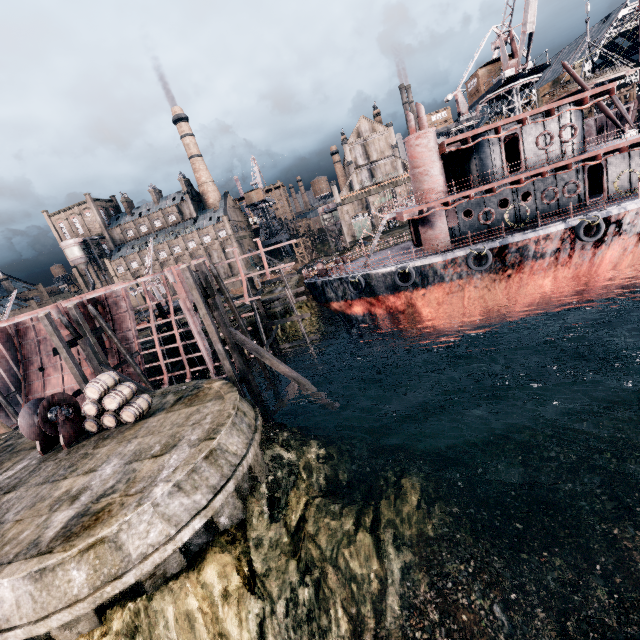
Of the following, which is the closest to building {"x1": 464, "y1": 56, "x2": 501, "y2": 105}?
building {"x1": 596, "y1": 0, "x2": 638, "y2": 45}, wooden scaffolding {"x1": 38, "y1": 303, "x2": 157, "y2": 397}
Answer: building {"x1": 596, "y1": 0, "x2": 638, "y2": 45}

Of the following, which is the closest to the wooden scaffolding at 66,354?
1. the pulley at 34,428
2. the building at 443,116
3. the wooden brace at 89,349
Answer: the wooden brace at 89,349

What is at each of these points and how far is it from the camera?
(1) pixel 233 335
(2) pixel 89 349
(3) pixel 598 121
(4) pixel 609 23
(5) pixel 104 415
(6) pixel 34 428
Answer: (1) wooden brace, 19.03m
(2) wooden brace, 20.44m
(3) ship construction, 51.69m
(4) building, 58.88m
(5) wooden barrel, 15.93m
(6) pulley, 15.73m

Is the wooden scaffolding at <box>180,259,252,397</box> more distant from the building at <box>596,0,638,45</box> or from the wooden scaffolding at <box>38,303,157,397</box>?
the building at <box>596,0,638,45</box>

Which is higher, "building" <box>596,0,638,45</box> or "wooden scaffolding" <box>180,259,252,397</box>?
"building" <box>596,0,638,45</box>

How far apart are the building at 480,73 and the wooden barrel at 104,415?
49.8m

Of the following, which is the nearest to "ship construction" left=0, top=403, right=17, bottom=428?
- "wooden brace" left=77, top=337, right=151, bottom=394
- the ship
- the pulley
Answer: "wooden brace" left=77, top=337, right=151, bottom=394

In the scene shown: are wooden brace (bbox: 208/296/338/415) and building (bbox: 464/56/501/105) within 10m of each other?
no
